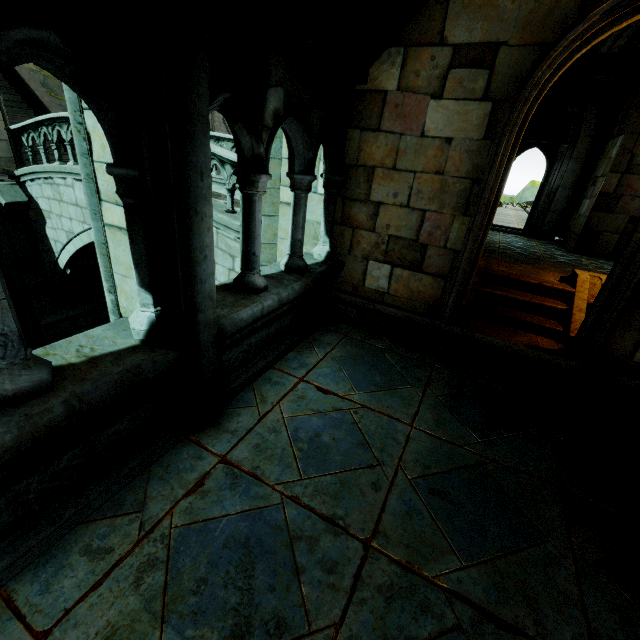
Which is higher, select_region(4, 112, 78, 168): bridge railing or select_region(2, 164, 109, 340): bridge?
select_region(4, 112, 78, 168): bridge railing

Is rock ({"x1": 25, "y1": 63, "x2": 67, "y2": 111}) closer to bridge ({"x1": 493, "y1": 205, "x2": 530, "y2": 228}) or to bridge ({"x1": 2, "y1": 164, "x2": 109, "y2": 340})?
bridge ({"x1": 2, "y1": 164, "x2": 109, "y2": 340})

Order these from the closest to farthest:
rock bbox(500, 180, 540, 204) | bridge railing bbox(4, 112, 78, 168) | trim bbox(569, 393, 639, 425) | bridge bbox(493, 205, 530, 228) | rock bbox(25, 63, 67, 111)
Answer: trim bbox(569, 393, 639, 425), bridge railing bbox(4, 112, 78, 168), bridge bbox(493, 205, 530, 228), rock bbox(25, 63, 67, 111), rock bbox(500, 180, 540, 204)

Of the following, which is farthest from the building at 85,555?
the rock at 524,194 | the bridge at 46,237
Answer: the rock at 524,194

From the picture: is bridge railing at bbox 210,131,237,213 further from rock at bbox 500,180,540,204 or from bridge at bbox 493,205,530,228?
rock at bbox 500,180,540,204

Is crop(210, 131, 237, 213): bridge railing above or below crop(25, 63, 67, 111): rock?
below

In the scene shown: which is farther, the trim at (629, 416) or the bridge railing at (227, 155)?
the bridge railing at (227, 155)

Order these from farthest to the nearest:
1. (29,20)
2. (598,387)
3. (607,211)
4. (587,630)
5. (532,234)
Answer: (532,234) → (607,211) → (598,387) → (587,630) → (29,20)
